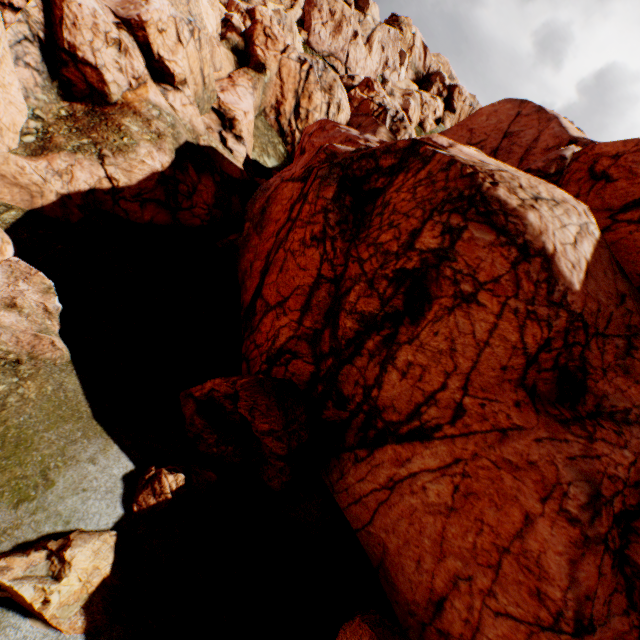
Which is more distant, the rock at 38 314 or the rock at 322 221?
the rock at 38 314

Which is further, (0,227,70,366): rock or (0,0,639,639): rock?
(0,227,70,366): rock

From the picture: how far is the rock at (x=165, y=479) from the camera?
8.9m

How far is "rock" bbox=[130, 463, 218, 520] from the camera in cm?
890

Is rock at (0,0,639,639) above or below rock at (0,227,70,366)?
above

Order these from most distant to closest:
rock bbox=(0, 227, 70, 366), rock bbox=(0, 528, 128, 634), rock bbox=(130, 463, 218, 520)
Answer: rock bbox=(0, 227, 70, 366)
rock bbox=(130, 463, 218, 520)
rock bbox=(0, 528, 128, 634)

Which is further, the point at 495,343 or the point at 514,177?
the point at 514,177
